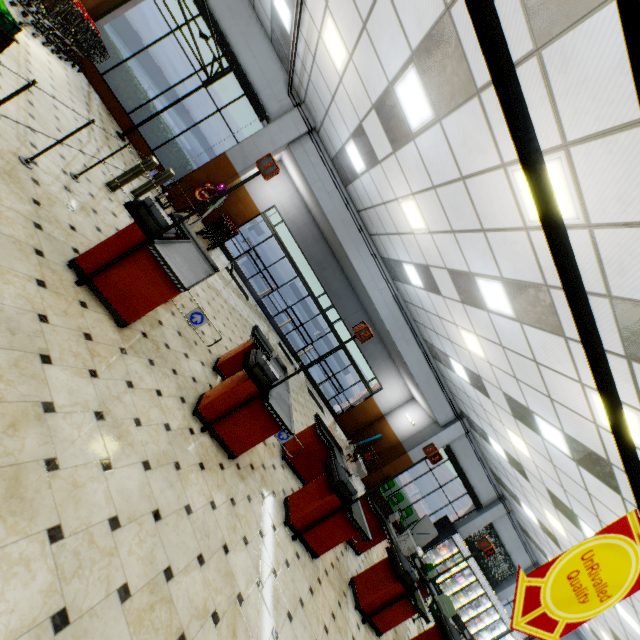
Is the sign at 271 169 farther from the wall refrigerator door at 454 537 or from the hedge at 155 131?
the wall refrigerator door at 454 537

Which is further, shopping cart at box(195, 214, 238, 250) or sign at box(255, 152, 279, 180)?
Result: shopping cart at box(195, 214, 238, 250)

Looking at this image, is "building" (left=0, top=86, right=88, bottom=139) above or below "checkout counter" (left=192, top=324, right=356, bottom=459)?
below

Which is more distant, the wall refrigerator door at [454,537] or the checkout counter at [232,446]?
the wall refrigerator door at [454,537]

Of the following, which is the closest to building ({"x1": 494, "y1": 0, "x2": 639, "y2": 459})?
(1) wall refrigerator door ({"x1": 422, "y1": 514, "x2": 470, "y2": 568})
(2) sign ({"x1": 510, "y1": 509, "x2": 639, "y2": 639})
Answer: (1) wall refrigerator door ({"x1": 422, "y1": 514, "x2": 470, "y2": 568})

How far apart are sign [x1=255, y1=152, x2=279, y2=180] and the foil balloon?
5.8 meters

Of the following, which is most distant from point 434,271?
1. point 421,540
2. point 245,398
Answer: point 421,540
